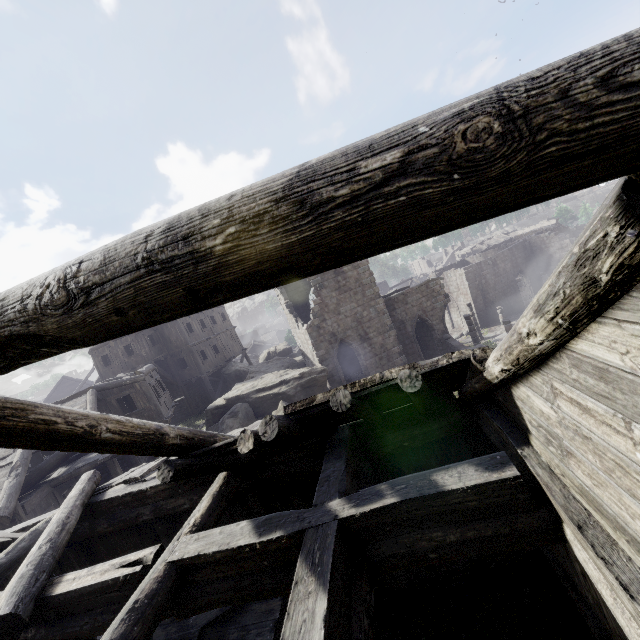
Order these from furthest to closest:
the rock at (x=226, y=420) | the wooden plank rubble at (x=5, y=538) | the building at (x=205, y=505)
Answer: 1. the rock at (x=226, y=420)
2. the wooden plank rubble at (x=5, y=538)
3. the building at (x=205, y=505)

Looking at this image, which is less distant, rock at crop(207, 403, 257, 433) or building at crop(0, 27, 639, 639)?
building at crop(0, 27, 639, 639)

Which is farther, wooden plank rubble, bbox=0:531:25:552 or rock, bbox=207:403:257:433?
rock, bbox=207:403:257:433

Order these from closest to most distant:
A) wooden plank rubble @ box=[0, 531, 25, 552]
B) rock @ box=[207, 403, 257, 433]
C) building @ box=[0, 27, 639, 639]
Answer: building @ box=[0, 27, 639, 639], wooden plank rubble @ box=[0, 531, 25, 552], rock @ box=[207, 403, 257, 433]

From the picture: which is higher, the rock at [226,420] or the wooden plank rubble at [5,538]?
the wooden plank rubble at [5,538]

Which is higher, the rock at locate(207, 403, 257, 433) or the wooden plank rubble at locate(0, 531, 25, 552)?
the wooden plank rubble at locate(0, 531, 25, 552)

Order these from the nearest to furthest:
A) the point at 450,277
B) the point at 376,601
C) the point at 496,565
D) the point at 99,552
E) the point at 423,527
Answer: the point at 423,527
the point at 496,565
the point at 376,601
the point at 99,552
the point at 450,277

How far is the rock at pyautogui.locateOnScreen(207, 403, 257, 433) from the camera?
18.08m
